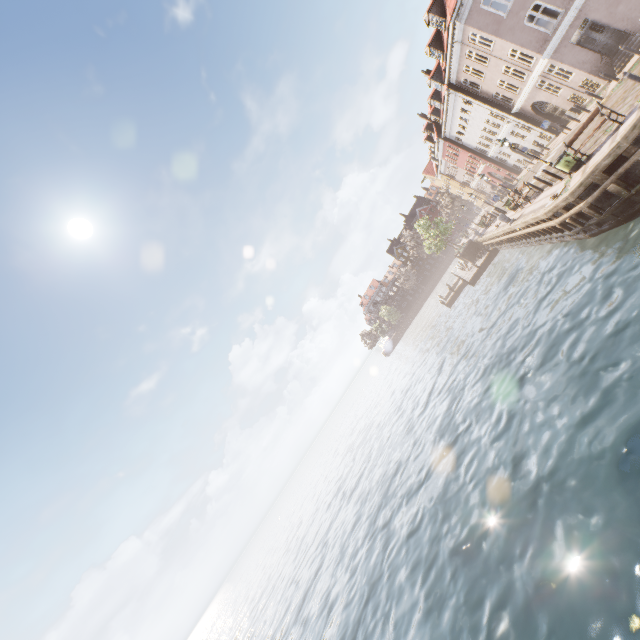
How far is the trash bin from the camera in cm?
1454

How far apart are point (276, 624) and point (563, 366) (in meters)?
32.45

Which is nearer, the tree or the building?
the building

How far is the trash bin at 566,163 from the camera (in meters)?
14.54

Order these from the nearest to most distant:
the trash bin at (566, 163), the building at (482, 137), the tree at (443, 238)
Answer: the trash bin at (566, 163) < the building at (482, 137) < the tree at (443, 238)

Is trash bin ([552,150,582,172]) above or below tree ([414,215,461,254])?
below

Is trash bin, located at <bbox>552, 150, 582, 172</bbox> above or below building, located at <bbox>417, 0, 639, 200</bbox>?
below

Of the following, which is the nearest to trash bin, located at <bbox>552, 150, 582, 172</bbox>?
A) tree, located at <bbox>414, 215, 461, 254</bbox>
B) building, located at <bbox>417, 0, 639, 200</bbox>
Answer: tree, located at <bbox>414, 215, 461, 254</bbox>
